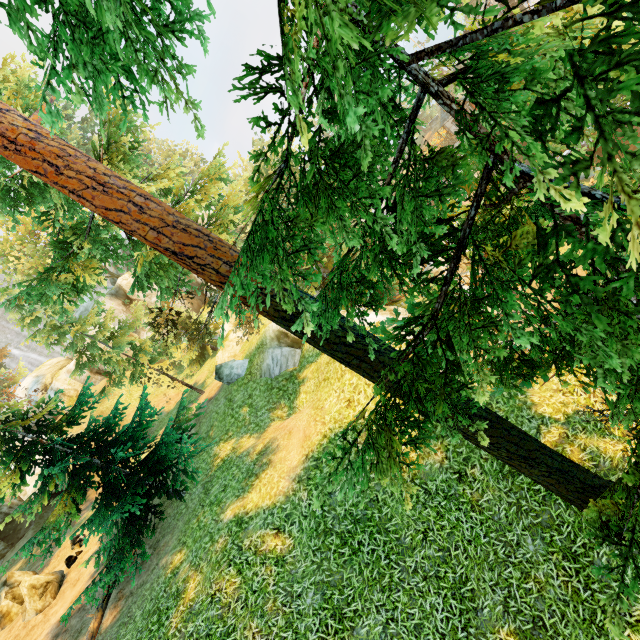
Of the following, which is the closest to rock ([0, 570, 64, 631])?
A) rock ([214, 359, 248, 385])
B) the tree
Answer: the tree

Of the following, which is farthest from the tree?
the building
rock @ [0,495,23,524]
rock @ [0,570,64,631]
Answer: the building

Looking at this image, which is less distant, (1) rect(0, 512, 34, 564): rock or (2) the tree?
(2) the tree

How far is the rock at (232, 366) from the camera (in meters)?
17.86

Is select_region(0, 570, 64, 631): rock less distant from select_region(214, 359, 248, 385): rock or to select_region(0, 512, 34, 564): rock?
select_region(214, 359, 248, 385): rock

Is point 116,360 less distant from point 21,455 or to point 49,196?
point 21,455

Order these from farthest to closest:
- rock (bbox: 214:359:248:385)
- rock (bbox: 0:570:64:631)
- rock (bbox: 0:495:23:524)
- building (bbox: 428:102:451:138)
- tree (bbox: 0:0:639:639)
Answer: building (bbox: 428:102:451:138)
rock (bbox: 0:495:23:524)
rock (bbox: 214:359:248:385)
rock (bbox: 0:570:64:631)
tree (bbox: 0:0:639:639)

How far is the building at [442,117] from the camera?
46.1m
